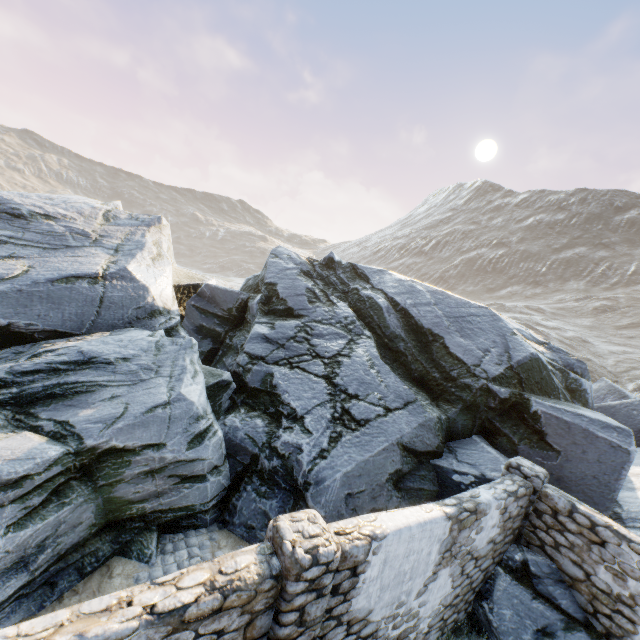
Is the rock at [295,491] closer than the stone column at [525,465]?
Yes

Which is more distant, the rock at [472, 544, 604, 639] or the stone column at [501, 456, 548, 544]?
the stone column at [501, 456, 548, 544]

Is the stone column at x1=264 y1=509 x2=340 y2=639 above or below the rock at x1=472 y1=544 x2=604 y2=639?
above

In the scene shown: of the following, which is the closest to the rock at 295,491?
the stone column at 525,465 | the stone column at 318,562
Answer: the stone column at 525,465

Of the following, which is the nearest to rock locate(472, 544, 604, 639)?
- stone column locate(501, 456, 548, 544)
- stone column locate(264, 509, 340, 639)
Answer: stone column locate(501, 456, 548, 544)

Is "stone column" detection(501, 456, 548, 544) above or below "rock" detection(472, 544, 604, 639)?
above

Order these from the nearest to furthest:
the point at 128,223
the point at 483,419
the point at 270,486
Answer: the point at 270,486 → the point at 483,419 → the point at 128,223
